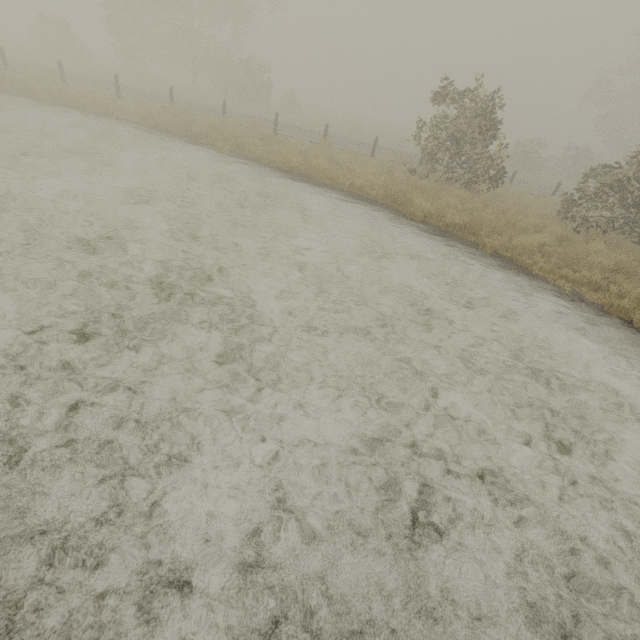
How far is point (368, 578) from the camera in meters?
2.2 m
